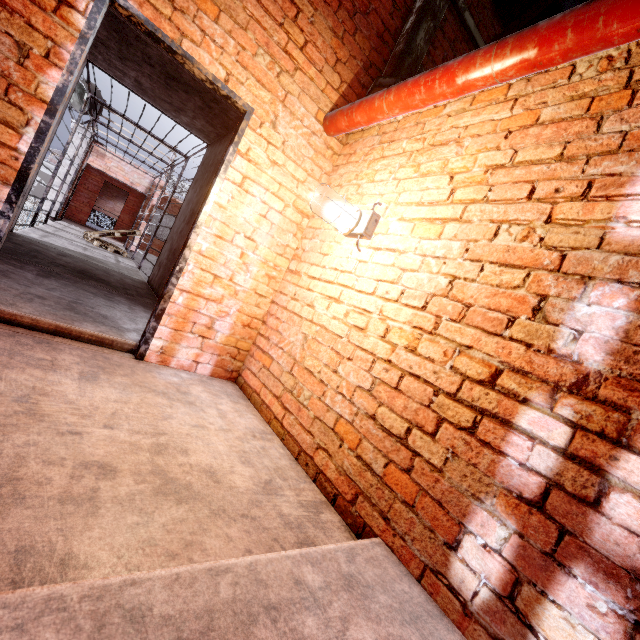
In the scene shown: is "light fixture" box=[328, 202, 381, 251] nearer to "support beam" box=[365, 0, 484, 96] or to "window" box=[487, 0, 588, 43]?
"support beam" box=[365, 0, 484, 96]

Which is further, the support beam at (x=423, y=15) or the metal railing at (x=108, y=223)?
the metal railing at (x=108, y=223)

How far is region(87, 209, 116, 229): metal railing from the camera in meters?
15.3

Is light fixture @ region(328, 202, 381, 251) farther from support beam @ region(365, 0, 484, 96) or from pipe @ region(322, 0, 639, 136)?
support beam @ region(365, 0, 484, 96)

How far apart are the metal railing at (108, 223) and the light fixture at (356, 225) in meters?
17.6 m

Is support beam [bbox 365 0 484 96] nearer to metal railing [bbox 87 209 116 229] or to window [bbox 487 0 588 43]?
window [bbox 487 0 588 43]

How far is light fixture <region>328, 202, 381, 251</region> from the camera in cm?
198

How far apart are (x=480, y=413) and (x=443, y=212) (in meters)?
1.18
